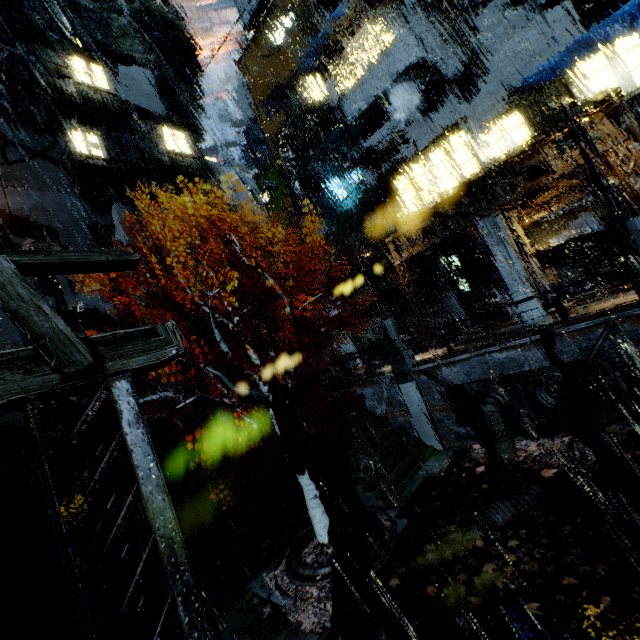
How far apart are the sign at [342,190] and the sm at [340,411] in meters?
17.9

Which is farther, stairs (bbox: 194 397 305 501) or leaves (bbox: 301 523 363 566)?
stairs (bbox: 194 397 305 501)

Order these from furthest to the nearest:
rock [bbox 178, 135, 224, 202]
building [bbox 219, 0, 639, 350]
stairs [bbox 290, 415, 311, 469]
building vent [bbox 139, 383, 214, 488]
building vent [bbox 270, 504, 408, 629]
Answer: rock [bbox 178, 135, 224, 202] → building vent [bbox 139, 383, 214, 488] → building [bbox 219, 0, 639, 350] → stairs [bbox 290, 415, 311, 469] → building vent [bbox 270, 504, 408, 629]

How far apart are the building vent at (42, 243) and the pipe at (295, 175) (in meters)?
A: 21.42

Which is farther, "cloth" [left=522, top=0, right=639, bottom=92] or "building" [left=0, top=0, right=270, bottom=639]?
"cloth" [left=522, top=0, right=639, bottom=92]

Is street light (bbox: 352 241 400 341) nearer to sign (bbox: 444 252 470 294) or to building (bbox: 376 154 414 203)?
building (bbox: 376 154 414 203)

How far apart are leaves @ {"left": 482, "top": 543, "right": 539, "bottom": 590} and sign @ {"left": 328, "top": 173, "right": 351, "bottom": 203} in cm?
2491

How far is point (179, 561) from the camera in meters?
2.9
